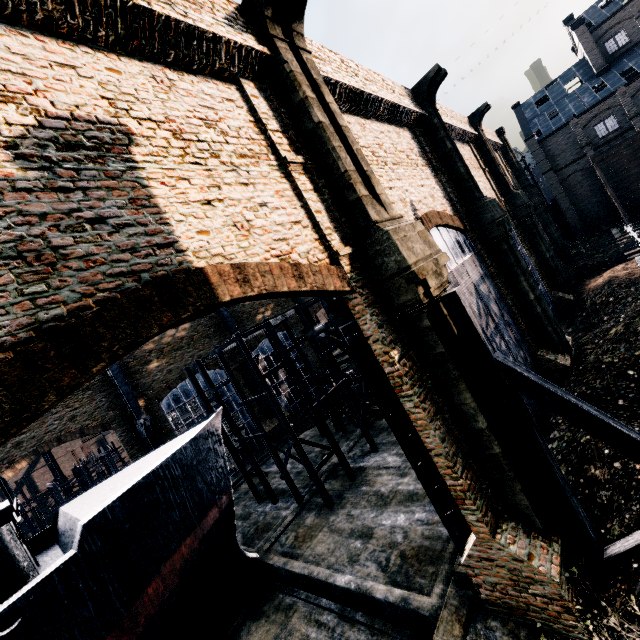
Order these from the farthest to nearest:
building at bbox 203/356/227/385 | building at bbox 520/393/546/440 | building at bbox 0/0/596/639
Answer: building at bbox 203/356/227/385
building at bbox 520/393/546/440
building at bbox 0/0/596/639

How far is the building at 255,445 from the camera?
35.38m

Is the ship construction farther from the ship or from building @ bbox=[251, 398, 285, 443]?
the ship

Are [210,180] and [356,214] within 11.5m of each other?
yes

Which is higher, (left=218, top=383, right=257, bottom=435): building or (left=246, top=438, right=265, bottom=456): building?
(left=218, top=383, right=257, bottom=435): building

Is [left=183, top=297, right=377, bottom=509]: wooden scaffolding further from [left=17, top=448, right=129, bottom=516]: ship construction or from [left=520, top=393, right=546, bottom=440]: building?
[left=17, top=448, right=129, bottom=516]: ship construction

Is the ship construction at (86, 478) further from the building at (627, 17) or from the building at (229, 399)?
the building at (627, 17)
